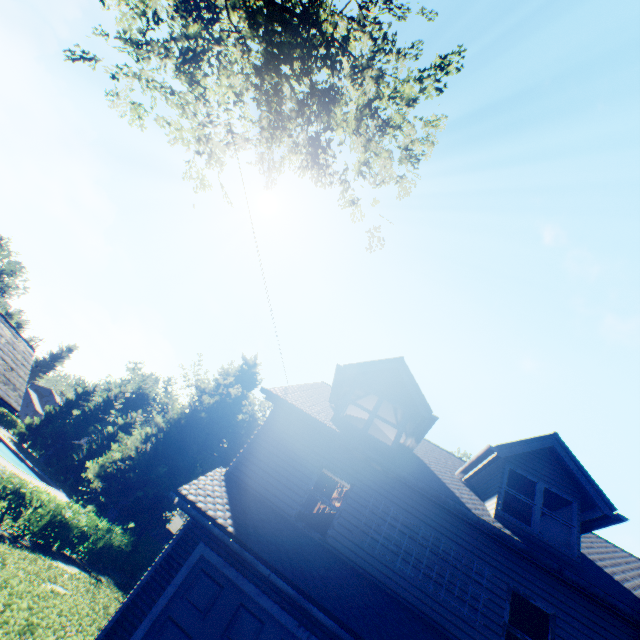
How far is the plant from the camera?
32.3m

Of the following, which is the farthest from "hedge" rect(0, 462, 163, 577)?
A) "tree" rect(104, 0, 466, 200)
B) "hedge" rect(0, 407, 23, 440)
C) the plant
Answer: "hedge" rect(0, 407, 23, 440)

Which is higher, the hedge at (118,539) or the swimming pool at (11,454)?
the hedge at (118,539)

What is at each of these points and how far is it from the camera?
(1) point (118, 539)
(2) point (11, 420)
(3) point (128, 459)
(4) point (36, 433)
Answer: (1) hedge, 21.0 meters
(2) hedge, 49.7 meters
(3) plant, 34.2 meters
(4) tree, 46.5 meters

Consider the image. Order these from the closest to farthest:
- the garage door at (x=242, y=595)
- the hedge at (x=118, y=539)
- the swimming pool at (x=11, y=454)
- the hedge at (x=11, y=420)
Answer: the garage door at (x=242, y=595) < the hedge at (x=118, y=539) < the swimming pool at (x=11, y=454) < the hedge at (x=11, y=420)

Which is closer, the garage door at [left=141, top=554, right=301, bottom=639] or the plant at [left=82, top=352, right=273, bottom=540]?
the garage door at [left=141, top=554, right=301, bottom=639]

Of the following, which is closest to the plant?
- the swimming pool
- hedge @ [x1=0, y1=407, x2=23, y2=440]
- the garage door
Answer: hedge @ [x1=0, y1=407, x2=23, y2=440]

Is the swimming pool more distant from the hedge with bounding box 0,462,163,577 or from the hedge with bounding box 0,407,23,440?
the hedge with bounding box 0,462,163,577
